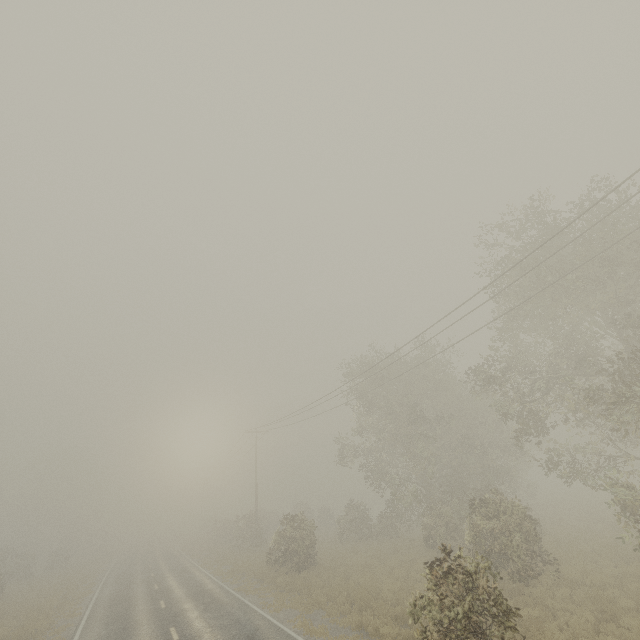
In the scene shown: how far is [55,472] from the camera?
58.84m
